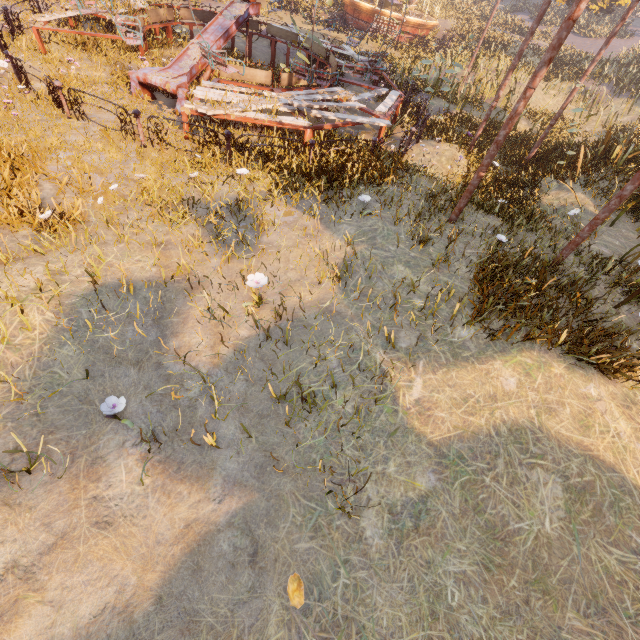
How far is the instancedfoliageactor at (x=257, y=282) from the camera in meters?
4.5

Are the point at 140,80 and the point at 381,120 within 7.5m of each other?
yes

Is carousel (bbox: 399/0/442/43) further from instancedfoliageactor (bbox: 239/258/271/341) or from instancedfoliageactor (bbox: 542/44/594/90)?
instancedfoliageactor (bbox: 239/258/271/341)

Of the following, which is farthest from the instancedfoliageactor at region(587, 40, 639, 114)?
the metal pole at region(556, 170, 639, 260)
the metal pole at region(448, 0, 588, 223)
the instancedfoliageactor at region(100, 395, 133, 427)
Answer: the instancedfoliageactor at region(100, 395, 133, 427)

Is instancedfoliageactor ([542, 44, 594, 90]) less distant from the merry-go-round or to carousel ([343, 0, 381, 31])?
carousel ([343, 0, 381, 31])

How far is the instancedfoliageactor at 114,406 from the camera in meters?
3.3 m

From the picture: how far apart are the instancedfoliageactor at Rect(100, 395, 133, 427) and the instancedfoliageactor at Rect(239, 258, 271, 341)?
2.10m

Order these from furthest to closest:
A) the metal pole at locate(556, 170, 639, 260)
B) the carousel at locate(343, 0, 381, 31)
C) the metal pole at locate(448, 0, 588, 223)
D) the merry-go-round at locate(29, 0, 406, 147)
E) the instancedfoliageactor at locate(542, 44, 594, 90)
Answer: the carousel at locate(343, 0, 381, 31) → the instancedfoliageactor at locate(542, 44, 594, 90) → the merry-go-round at locate(29, 0, 406, 147) → the metal pole at locate(556, 170, 639, 260) → the metal pole at locate(448, 0, 588, 223)
